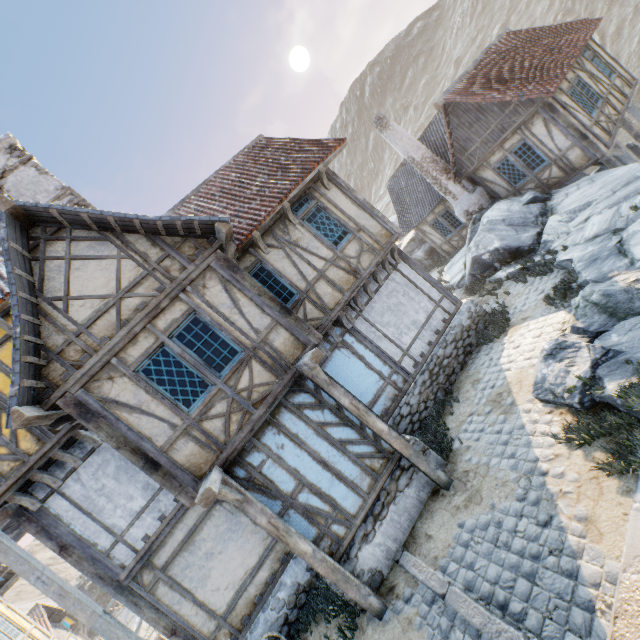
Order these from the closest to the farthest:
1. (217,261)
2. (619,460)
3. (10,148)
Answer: (619,460) → (217,261) → (10,148)

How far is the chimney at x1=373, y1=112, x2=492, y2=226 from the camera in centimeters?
1500cm

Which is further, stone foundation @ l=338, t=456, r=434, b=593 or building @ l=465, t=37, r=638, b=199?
building @ l=465, t=37, r=638, b=199

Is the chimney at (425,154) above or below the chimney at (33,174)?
below

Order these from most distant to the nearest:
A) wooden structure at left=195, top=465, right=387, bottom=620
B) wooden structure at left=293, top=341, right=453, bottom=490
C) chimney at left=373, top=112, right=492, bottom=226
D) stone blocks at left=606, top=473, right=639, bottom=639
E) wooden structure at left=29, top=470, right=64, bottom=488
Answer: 1. chimney at left=373, top=112, right=492, bottom=226
2. wooden structure at left=29, top=470, right=64, bottom=488
3. wooden structure at left=293, top=341, right=453, bottom=490
4. wooden structure at left=195, top=465, right=387, bottom=620
5. stone blocks at left=606, top=473, right=639, bottom=639

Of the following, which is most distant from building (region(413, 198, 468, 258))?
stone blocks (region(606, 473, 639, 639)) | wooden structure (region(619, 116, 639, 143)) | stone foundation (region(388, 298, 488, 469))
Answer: stone blocks (region(606, 473, 639, 639))

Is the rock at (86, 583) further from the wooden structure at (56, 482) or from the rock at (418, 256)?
the wooden structure at (56, 482)

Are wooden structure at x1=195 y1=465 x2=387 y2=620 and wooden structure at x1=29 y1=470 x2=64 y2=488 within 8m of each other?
yes
